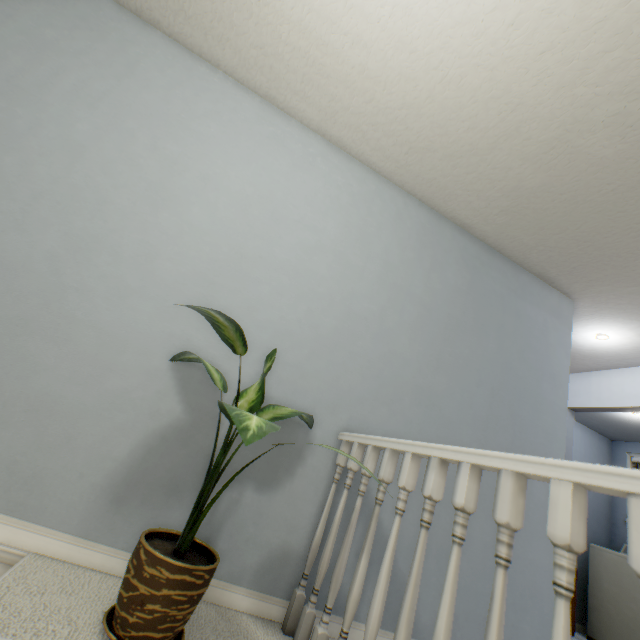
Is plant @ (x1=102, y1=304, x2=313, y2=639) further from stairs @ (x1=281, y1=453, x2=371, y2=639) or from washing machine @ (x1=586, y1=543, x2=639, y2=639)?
washing machine @ (x1=586, y1=543, x2=639, y2=639)

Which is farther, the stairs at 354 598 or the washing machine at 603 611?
the washing machine at 603 611

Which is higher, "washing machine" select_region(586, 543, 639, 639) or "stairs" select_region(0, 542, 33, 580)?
"washing machine" select_region(586, 543, 639, 639)

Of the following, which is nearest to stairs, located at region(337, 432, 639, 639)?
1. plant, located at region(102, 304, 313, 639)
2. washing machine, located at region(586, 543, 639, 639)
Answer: plant, located at region(102, 304, 313, 639)

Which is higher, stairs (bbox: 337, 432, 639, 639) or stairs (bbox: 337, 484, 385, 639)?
stairs (bbox: 337, 432, 639, 639)

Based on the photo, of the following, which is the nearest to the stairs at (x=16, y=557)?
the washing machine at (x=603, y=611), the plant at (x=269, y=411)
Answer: the plant at (x=269, y=411)

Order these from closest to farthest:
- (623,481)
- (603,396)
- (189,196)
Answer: (623,481), (189,196), (603,396)

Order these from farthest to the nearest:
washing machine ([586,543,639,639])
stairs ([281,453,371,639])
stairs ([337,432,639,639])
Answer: washing machine ([586,543,639,639]), stairs ([281,453,371,639]), stairs ([337,432,639,639])
